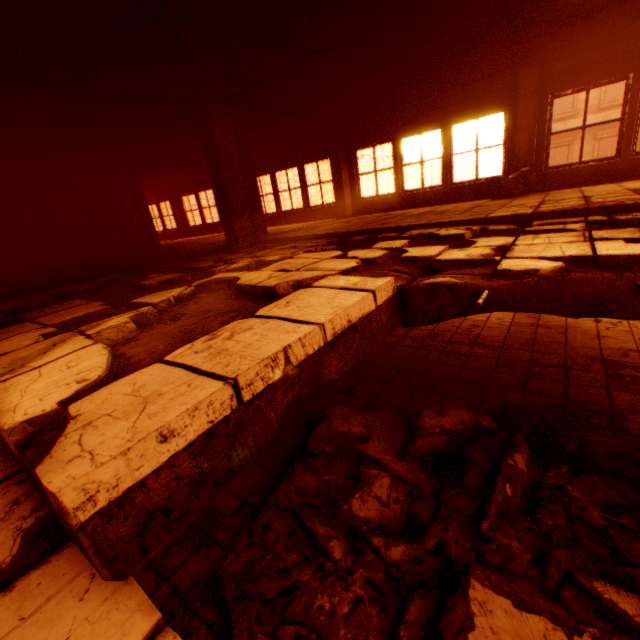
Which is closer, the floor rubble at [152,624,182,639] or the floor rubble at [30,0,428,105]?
the floor rubble at [152,624,182,639]

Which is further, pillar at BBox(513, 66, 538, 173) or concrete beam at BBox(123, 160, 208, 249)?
concrete beam at BBox(123, 160, 208, 249)

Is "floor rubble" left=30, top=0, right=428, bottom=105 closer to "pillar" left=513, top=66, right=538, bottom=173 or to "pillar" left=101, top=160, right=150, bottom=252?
"pillar" left=513, top=66, right=538, bottom=173

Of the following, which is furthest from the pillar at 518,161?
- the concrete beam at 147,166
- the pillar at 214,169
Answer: the concrete beam at 147,166

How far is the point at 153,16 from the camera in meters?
3.5

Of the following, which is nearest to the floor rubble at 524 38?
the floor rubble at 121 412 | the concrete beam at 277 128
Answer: the floor rubble at 121 412

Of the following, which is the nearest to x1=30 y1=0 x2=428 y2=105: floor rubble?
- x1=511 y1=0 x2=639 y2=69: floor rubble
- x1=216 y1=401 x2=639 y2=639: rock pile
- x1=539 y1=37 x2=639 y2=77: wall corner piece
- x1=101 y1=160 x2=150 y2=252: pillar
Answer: x1=511 y1=0 x2=639 y2=69: floor rubble

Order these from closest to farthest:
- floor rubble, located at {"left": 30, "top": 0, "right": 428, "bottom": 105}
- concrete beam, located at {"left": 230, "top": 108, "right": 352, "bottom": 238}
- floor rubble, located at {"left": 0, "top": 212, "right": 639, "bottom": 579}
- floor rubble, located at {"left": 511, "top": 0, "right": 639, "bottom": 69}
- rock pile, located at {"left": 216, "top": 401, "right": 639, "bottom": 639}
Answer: floor rubble, located at {"left": 0, "top": 212, "right": 639, "bottom": 579} → rock pile, located at {"left": 216, "top": 401, "right": 639, "bottom": 639} → floor rubble, located at {"left": 30, "top": 0, "right": 428, "bottom": 105} → floor rubble, located at {"left": 511, "top": 0, "right": 639, "bottom": 69} → concrete beam, located at {"left": 230, "top": 108, "right": 352, "bottom": 238}
